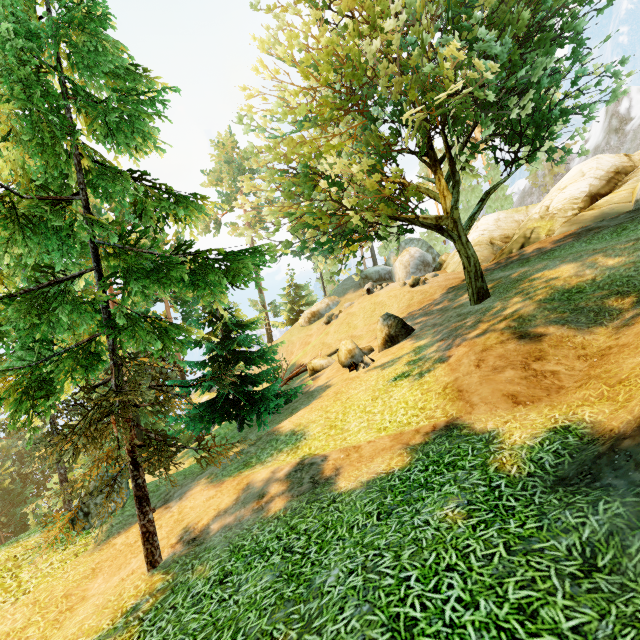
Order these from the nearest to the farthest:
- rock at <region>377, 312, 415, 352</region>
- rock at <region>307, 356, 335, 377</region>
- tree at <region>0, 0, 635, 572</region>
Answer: tree at <region>0, 0, 635, 572</region> → rock at <region>377, 312, 415, 352</region> → rock at <region>307, 356, 335, 377</region>

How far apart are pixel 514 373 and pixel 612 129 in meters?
55.2

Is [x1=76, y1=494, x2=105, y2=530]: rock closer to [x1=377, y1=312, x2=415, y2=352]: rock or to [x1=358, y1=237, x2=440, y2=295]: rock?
[x1=377, y1=312, x2=415, y2=352]: rock

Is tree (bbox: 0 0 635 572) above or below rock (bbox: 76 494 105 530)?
above

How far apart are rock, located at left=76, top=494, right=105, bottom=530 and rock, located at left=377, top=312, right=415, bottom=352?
11.31m

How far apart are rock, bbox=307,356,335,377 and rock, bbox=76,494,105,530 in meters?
11.3

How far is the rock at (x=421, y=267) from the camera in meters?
26.2

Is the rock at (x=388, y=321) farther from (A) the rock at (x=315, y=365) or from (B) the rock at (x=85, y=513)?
(B) the rock at (x=85, y=513)
